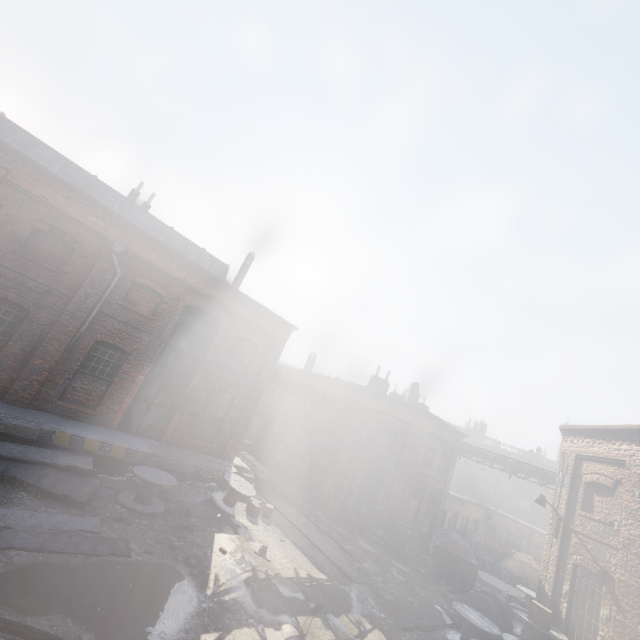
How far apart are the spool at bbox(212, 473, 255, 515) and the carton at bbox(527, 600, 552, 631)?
9.9 meters

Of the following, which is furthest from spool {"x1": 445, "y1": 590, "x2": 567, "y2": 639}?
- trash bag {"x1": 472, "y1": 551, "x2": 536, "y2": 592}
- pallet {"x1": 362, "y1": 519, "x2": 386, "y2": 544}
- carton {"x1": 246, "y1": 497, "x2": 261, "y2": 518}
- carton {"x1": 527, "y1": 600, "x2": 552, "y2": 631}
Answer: trash bag {"x1": 472, "y1": 551, "x2": 536, "y2": 592}

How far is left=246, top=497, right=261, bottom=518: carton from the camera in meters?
13.6 m

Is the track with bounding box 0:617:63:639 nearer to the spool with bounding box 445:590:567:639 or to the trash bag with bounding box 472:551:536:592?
the spool with bounding box 445:590:567:639

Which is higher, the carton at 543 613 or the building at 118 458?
the carton at 543 613

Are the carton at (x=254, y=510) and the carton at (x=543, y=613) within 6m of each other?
no

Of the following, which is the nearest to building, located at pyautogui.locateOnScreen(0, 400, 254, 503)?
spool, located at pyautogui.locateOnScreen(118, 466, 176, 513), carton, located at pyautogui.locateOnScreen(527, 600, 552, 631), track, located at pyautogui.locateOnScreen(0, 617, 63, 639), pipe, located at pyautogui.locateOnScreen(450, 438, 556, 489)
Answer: spool, located at pyautogui.locateOnScreen(118, 466, 176, 513)

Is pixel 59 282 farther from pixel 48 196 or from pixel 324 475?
pixel 324 475
